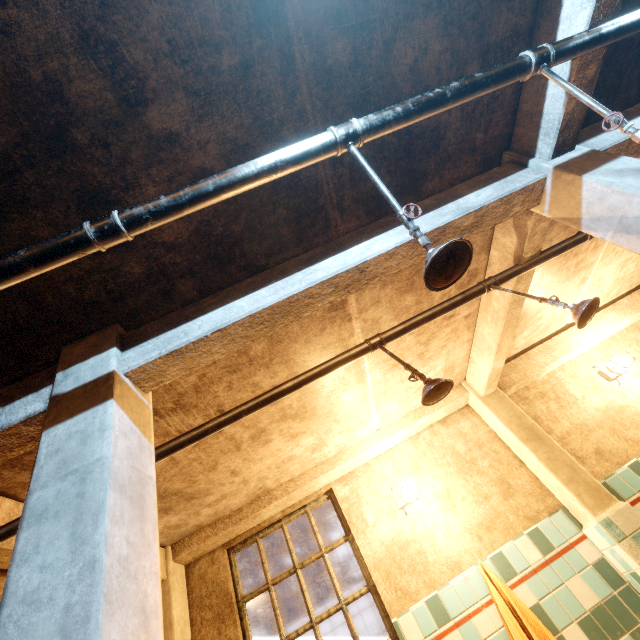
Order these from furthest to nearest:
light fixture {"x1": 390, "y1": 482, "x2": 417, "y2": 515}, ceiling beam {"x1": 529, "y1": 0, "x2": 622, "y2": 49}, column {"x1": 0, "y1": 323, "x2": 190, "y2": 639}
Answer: light fixture {"x1": 390, "y1": 482, "x2": 417, "y2": 515}
ceiling beam {"x1": 529, "y1": 0, "x2": 622, "y2": 49}
column {"x1": 0, "y1": 323, "x2": 190, "y2": 639}

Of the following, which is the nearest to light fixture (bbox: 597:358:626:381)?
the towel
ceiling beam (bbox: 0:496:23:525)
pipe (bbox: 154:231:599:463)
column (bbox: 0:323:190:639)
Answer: pipe (bbox: 154:231:599:463)

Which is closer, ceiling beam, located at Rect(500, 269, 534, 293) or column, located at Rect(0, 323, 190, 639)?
column, located at Rect(0, 323, 190, 639)

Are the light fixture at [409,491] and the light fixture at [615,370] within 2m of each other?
no

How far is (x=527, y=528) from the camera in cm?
323

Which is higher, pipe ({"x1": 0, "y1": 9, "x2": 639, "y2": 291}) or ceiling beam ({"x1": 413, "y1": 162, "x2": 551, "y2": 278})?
ceiling beam ({"x1": 413, "y1": 162, "x2": 551, "y2": 278})

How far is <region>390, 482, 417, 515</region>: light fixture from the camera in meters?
3.5 m

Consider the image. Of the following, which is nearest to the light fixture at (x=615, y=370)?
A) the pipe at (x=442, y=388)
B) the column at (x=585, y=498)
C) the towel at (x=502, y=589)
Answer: the column at (x=585, y=498)
